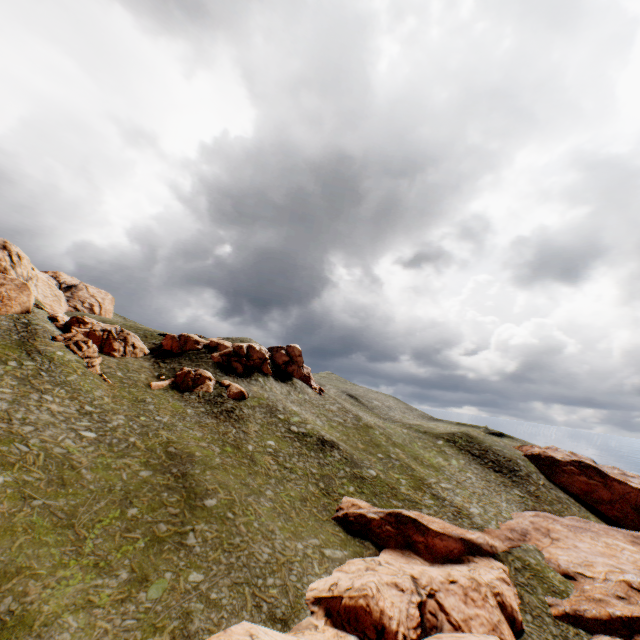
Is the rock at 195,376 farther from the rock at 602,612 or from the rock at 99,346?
the rock at 602,612

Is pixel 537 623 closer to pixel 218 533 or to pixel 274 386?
pixel 218 533

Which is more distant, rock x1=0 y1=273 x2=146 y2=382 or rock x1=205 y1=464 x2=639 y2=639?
rock x1=0 y1=273 x2=146 y2=382

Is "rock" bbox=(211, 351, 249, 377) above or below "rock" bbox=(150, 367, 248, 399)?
above

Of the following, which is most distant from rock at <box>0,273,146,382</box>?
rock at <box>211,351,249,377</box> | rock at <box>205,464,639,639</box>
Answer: rock at <box>205,464,639,639</box>

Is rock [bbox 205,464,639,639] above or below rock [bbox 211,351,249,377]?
below

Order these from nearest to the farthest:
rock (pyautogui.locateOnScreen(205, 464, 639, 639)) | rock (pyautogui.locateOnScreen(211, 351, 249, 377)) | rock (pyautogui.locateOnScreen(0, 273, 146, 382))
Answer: rock (pyautogui.locateOnScreen(205, 464, 639, 639)) < rock (pyautogui.locateOnScreen(0, 273, 146, 382)) < rock (pyautogui.locateOnScreen(211, 351, 249, 377))
